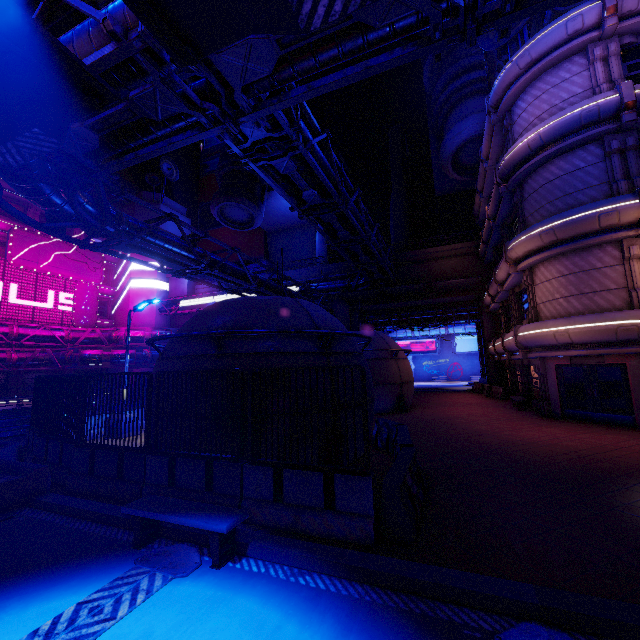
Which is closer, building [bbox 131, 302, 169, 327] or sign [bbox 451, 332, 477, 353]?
building [bbox 131, 302, 169, 327]

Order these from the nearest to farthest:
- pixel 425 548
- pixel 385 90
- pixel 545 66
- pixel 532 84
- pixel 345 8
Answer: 1. pixel 345 8
2. pixel 425 548
3. pixel 545 66
4. pixel 532 84
5. pixel 385 90

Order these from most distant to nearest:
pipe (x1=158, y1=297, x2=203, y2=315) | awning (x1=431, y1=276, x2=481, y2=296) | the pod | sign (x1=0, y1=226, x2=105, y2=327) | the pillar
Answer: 1. the pillar
2. pipe (x1=158, y1=297, x2=203, y2=315)
3. sign (x1=0, y1=226, x2=105, y2=327)
4. awning (x1=431, y1=276, x2=481, y2=296)
5. the pod

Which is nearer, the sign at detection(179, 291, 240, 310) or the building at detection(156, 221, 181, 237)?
the sign at detection(179, 291, 240, 310)

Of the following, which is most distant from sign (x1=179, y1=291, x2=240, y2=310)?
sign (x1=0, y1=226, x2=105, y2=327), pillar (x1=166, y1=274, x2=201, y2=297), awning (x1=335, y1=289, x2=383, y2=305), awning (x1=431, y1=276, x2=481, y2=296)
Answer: awning (x1=431, y1=276, x2=481, y2=296)

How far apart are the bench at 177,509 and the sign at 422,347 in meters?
49.5 m

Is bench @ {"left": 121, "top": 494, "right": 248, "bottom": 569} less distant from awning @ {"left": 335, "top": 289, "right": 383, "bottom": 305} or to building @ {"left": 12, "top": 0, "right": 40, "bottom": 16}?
awning @ {"left": 335, "top": 289, "right": 383, "bottom": 305}

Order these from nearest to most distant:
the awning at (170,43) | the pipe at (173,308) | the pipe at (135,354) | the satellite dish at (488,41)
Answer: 1. the awning at (170,43)
2. the satellite dish at (488,41)
3. the pipe at (135,354)
4. the pipe at (173,308)
